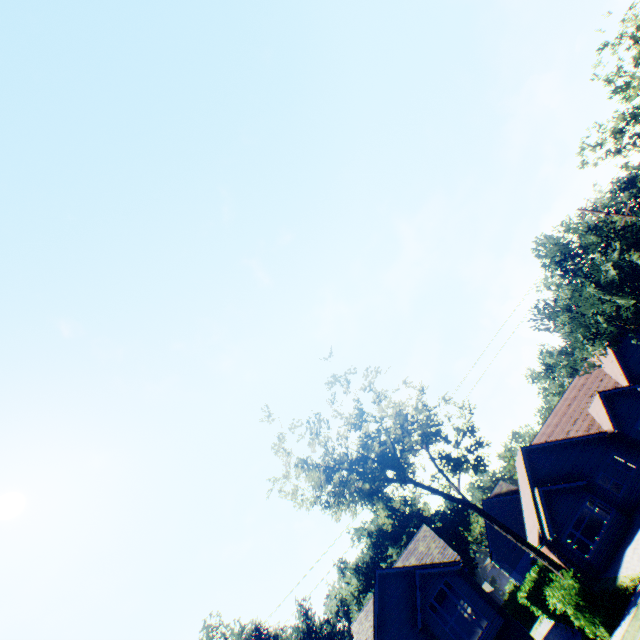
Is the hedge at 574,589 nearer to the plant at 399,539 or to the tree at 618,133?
the tree at 618,133

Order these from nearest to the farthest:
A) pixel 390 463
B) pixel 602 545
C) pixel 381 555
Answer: pixel 602 545
pixel 390 463
pixel 381 555

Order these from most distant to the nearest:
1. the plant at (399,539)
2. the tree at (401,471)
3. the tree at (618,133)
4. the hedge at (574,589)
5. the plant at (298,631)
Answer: the plant at (399,539)
the plant at (298,631)
the tree at (618,133)
the tree at (401,471)
the hedge at (574,589)

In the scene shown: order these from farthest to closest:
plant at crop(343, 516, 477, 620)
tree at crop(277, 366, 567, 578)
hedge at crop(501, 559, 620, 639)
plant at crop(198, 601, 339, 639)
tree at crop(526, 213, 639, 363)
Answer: plant at crop(343, 516, 477, 620) → plant at crop(198, 601, 339, 639) → tree at crop(526, 213, 639, 363) → tree at crop(277, 366, 567, 578) → hedge at crop(501, 559, 620, 639)

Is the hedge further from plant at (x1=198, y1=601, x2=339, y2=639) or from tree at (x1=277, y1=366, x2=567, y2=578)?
plant at (x1=198, y1=601, x2=339, y2=639)

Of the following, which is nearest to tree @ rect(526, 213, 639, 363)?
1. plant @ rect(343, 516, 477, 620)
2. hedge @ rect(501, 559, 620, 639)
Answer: hedge @ rect(501, 559, 620, 639)

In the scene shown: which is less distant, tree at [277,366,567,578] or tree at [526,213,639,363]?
tree at [277,366,567,578]
